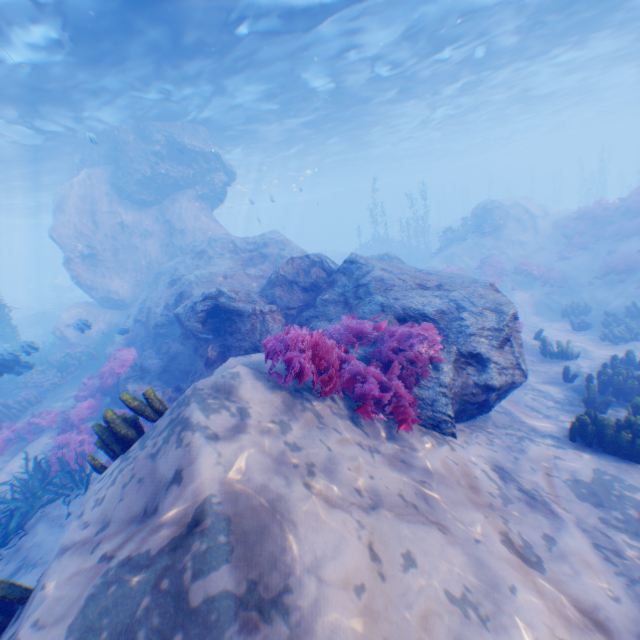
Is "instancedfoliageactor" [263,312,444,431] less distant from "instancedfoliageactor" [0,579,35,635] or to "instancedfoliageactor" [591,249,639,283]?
"instancedfoliageactor" [591,249,639,283]

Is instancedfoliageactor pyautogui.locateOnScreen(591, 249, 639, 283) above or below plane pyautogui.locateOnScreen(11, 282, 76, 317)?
below

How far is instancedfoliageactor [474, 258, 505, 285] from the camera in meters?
18.1 m

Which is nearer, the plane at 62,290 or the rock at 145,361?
the rock at 145,361

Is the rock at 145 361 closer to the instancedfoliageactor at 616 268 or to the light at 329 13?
the light at 329 13

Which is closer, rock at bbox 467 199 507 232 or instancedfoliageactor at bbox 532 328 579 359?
instancedfoliageactor at bbox 532 328 579 359

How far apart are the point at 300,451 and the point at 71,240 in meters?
20.1 m

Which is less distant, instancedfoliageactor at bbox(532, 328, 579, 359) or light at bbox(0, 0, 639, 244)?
instancedfoliageactor at bbox(532, 328, 579, 359)
